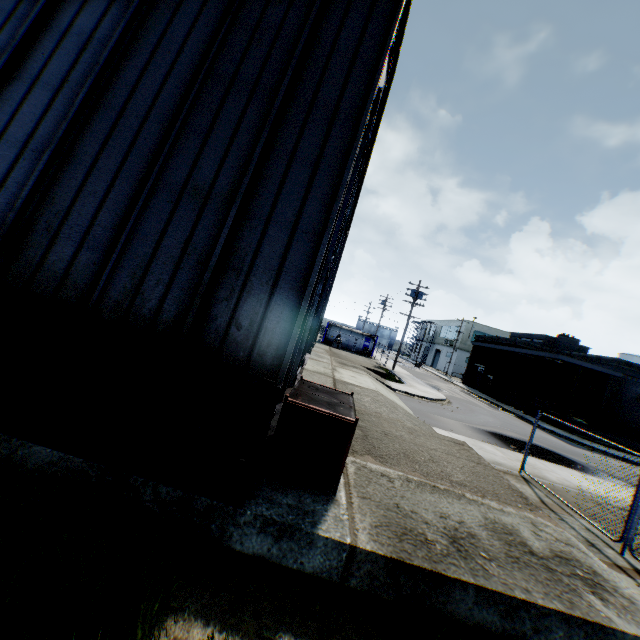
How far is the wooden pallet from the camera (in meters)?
29.56

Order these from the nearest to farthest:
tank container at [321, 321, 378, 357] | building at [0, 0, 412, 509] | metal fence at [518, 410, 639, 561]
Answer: building at [0, 0, 412, 509] < metal fence at [518, 410, 639, 561] < tank container at [321, 321, 378, 357]

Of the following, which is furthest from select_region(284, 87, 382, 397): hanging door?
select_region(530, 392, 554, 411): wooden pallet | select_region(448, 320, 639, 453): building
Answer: select_region(530, 392, 554, 411): wooden pallet

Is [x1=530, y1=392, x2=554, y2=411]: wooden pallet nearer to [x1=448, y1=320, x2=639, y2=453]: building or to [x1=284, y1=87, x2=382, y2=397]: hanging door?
[x1=448, y1=320, x2=639, y2=453]: building

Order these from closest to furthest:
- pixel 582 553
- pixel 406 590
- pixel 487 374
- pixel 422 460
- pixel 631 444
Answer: pixel 406 590, pixel 582 553, pixel 422 460, pixel 631 444, pixel 487 374

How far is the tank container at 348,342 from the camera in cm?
4184

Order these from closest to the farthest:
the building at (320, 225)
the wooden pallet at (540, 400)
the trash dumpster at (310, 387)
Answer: the building at (320, 225)
the trash dumpster at (310, 387)
the wooden pallet at (540, 400)

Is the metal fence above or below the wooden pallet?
below
